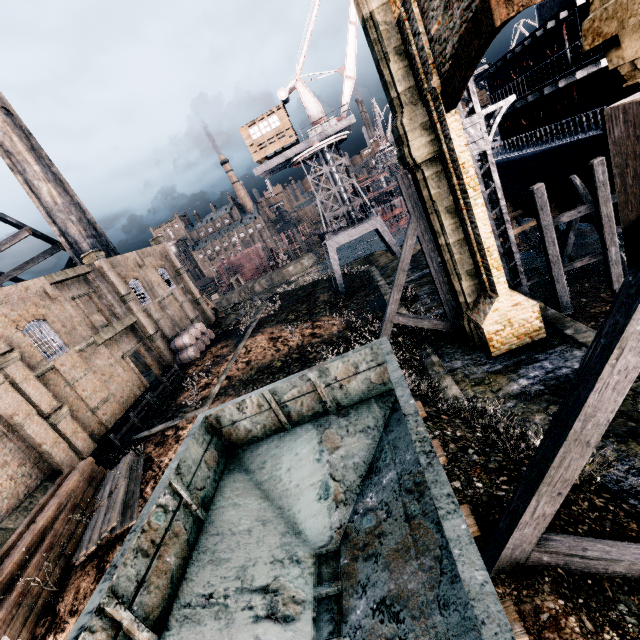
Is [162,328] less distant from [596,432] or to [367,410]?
[367,410]

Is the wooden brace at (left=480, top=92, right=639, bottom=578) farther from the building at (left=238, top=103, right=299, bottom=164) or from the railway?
the building at (left=238, top=103, right=299, bottom=164)

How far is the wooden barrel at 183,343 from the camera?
33.1 meters

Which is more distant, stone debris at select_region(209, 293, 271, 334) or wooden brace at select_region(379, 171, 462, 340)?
stone debris at select_region(209, 293, 271, 334)

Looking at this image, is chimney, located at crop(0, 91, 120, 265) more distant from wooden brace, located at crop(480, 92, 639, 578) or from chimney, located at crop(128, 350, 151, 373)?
wooden brace, located at crop(480, 92, 639, 578)

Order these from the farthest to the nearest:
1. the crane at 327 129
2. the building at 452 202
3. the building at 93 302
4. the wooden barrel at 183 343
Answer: the wooden barrel at 183 343, the crane at 327 129, the building at 93 302, the building at 452 202

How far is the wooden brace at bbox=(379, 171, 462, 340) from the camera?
15.1m

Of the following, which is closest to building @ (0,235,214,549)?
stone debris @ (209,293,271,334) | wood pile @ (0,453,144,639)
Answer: stone debris @ (209,293,271,334)
